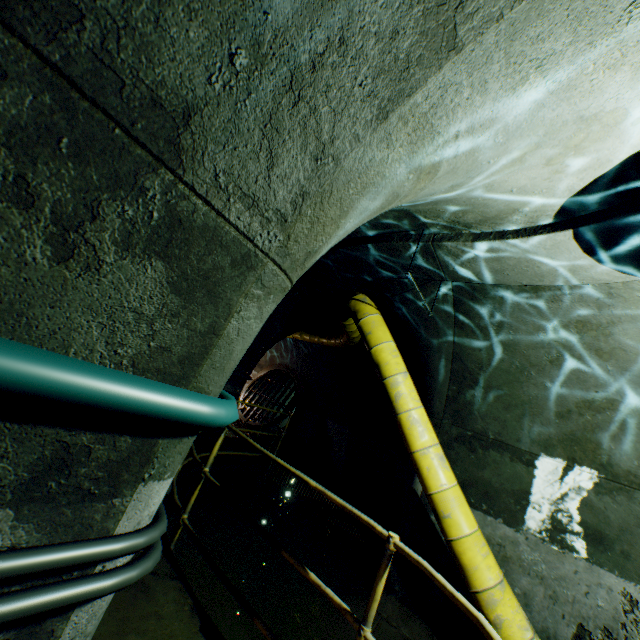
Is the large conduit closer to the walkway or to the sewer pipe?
the walkway

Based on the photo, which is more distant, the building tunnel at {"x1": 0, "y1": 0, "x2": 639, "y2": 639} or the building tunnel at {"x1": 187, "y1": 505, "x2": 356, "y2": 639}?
Result: the building tunnel at {"x1": 187, "y1": 505, "x2": 356, "y2": 639}

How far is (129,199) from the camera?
0.9 meters

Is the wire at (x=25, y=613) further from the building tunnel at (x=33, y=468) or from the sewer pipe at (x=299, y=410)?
the sewer pipe at (x=299, y=410)

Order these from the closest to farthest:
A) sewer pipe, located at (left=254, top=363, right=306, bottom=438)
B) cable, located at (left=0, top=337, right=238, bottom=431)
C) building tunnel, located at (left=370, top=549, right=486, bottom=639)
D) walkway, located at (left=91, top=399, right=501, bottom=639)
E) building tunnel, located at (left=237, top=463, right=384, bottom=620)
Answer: cable, located at (left=0, top=337, right=238, bottom=431), walkway, located at (left=91, top=399, right=501, bottom=639), building tunnel, located at (left=370, top=549, right=486, bottom=639), building tunnel, located at (left=237, top=463, right=384, bottom=620), sewer pipe, located at (left=254, top=363, right=306, bottom=438)

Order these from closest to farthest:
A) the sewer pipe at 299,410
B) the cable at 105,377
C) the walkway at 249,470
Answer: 1. the cable at 105,377
2. the walkway at 249,470
3. the sewer pipe at 299,410

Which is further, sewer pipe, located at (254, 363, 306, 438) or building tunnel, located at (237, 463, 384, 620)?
sewer pipe, located at (254, 363, 306, 438)
